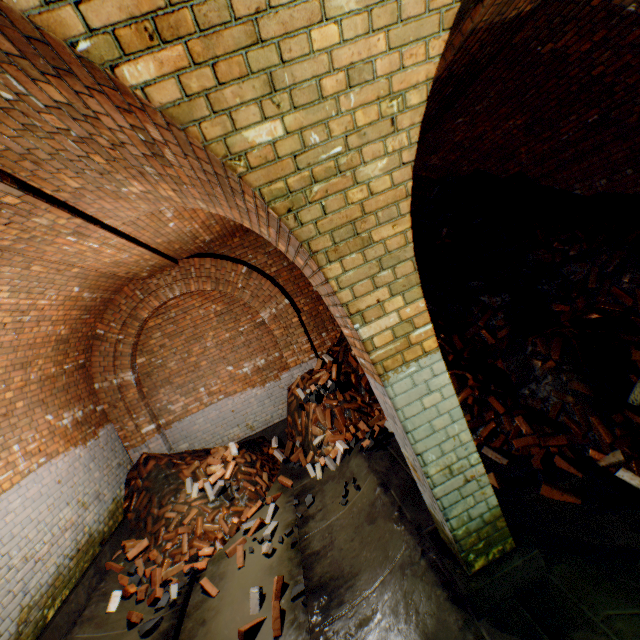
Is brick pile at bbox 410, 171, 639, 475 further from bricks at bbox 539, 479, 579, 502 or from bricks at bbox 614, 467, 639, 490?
bricks at bbox 539, 479, 579, 502

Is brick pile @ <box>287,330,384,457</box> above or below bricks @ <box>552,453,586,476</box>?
above

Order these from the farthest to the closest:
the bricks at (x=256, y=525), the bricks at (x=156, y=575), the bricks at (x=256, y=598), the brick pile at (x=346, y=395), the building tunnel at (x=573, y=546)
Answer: the brick pile at (x=346, y=395) < the bricks at (x=256, y=525) < the bricks at (x=156, y=575) < the bricks at (x=256, y=598) < the building tunnel at (x=573, y=546)

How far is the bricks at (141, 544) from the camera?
5.1 meters

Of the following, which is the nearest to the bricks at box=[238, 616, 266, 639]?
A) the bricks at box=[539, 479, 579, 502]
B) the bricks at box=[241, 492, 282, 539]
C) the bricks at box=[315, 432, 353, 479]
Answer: the bricks at box=[241, 492, 282, 539]

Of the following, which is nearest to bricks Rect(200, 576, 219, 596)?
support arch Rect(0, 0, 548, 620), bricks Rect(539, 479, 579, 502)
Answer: support arch Rect(0, 0, 548, 620)

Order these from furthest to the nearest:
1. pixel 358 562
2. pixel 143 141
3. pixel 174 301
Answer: pixel 174 301 → pixel 358 562 → pixel 143 141

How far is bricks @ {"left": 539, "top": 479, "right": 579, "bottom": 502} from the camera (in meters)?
3.15
